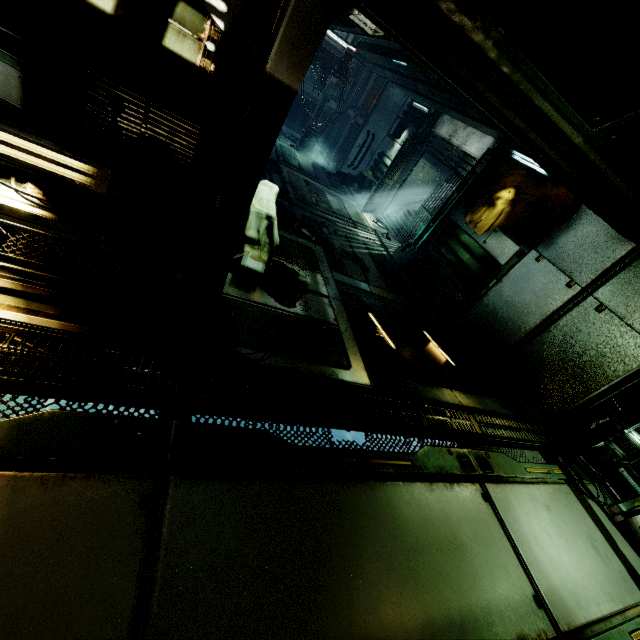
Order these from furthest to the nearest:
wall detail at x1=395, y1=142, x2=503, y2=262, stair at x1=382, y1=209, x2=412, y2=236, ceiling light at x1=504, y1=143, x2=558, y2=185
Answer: stair at x1=382, y1=209, x2=412, y2=236 → wall detail at x1=395, y1=142, x2=503, y2=262 → ceiling light at x1=504, y1=143, x2=558, y2=185

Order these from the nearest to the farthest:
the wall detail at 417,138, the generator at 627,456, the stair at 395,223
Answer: the generator at 627,456 → the wall detail at 417,138 → the stair at 395,223

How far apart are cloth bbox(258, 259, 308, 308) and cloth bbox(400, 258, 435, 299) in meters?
5.2

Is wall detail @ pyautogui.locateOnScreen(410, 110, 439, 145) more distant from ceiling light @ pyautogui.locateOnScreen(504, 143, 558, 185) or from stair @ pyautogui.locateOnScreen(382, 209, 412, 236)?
ceiling light @ pyautogui.locateOnScreen(504, 143, 558, 185)

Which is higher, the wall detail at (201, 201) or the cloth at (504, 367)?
the wall detail at (201, 201)

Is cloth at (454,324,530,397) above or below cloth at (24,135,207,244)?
below

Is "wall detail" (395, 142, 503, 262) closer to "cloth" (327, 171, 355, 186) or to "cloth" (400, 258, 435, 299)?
"cloth" (400, 258, 435, 299)

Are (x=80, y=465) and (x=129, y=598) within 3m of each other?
yes
